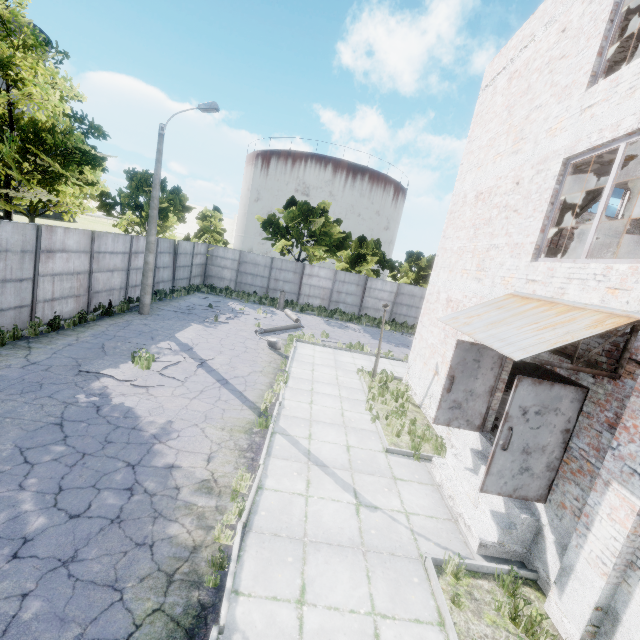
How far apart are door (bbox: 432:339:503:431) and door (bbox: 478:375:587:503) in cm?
207

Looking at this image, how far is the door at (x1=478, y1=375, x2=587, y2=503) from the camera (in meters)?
5.19

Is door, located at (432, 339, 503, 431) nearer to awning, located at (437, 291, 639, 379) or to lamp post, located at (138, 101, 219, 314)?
awning, located at (437, 291, 639, 379)

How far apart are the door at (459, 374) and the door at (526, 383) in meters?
2.1

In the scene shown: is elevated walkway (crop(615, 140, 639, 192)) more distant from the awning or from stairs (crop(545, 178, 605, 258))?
the awning

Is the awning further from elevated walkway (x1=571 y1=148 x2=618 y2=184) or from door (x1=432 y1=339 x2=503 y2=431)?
elevated walkway (x1=571 y1=148 x2=618 y2=184)

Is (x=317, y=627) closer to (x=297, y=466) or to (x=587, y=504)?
(x=297, y=466)

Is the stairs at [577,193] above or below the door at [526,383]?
above
